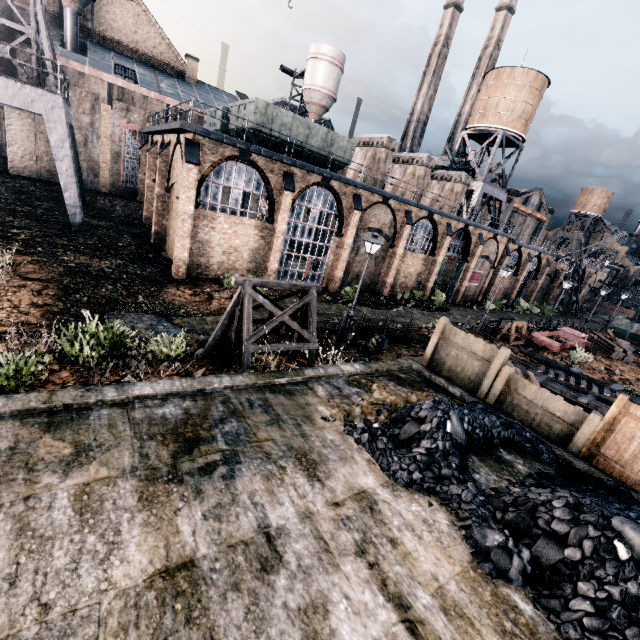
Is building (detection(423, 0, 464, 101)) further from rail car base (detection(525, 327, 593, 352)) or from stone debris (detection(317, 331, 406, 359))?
stone debris (detection(317, 331, 406, 359))

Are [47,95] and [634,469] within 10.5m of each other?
no

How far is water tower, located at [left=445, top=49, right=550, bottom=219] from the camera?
35.1 meters

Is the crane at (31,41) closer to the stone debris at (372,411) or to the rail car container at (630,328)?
the stone debris at (372,411)

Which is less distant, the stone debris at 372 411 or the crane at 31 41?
the stone debris at 372 411

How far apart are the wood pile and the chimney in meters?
22.6

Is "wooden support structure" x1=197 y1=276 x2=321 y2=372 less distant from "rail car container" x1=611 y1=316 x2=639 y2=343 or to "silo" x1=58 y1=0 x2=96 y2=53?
"silo" x1=58 y1=0 x2=96 y2=53

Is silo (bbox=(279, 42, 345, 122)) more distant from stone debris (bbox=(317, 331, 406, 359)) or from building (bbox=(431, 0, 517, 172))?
stone debris (bbox=(317, 331, 406, 359))
